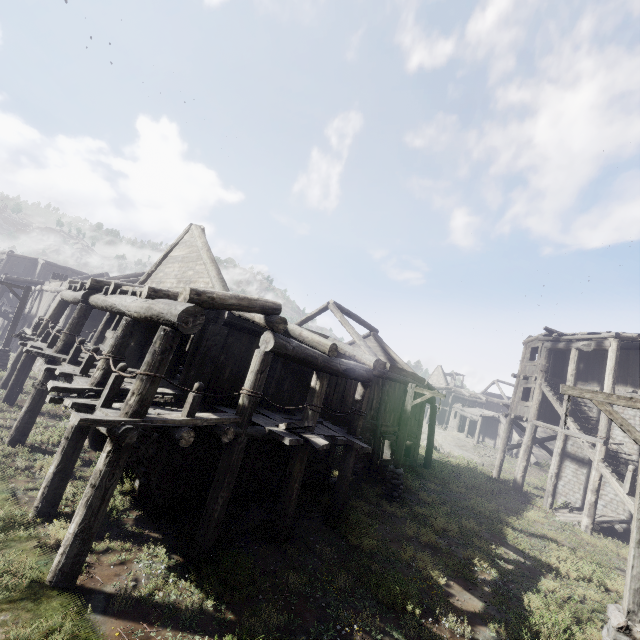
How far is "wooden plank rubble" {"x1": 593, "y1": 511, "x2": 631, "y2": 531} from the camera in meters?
15.1

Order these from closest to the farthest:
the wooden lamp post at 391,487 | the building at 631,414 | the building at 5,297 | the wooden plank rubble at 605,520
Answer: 1. the wooden lamp post at 391,487
2. the wooden plank rubble at 605,520
3. the building at 631,414
4. the building at 5,297

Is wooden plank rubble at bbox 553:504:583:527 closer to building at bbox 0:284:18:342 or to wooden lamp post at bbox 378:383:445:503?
building at bbox 0:284:18:342

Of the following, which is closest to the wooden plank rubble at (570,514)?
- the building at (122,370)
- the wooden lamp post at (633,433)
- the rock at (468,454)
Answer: the building at (122,370)

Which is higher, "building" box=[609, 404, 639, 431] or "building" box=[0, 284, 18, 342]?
"building" box=[609, 404, 639, 431]

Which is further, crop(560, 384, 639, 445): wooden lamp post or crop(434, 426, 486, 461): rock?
crop(434, 426, 486, 461): rock

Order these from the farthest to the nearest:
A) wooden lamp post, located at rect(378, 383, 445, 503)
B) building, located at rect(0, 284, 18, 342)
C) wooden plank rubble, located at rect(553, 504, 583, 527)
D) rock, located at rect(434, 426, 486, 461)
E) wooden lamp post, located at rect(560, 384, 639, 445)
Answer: rock, located at rect(434, 426, 486, 461), building, located at rect(0, 284, 18, 342), wooden plank rubble, located at rect(553, 504, 583, 527), wooden lamp post, located at rect(378, 383, 445, 503), wooden lamp post, located at rect(560, 384, 639, 445)

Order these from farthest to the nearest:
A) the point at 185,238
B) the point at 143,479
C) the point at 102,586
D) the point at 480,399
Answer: the point at 480,399 → the point at 185,238 → the point at 143,479 → the point at 102,586
